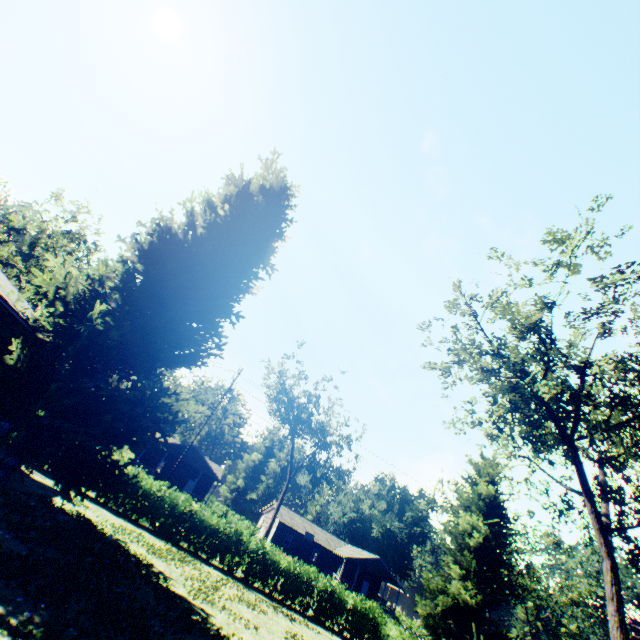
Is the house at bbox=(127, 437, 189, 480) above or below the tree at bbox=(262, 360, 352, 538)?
below

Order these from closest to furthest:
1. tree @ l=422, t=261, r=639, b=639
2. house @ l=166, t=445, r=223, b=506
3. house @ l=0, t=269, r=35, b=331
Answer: house @ l=0, t=269, r=35, b=331
tree @ l=422, t=261, r=639, b=639
house @ l=166, t=445, r=223, b=506

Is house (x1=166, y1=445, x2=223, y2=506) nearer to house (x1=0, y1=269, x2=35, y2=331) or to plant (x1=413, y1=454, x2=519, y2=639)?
house (x1=0, y1=269, x2=35, y2=331)

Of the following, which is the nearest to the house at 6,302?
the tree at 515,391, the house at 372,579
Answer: the tree at 515,391

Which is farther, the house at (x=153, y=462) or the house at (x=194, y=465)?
the house at (x=194, y=465)

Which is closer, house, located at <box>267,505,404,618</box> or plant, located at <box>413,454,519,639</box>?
plant, located at <box>413,454,519,639</box>

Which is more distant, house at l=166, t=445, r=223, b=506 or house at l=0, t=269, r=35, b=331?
house at l=166, t=445, r=223, b=506

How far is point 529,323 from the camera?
18.5m
